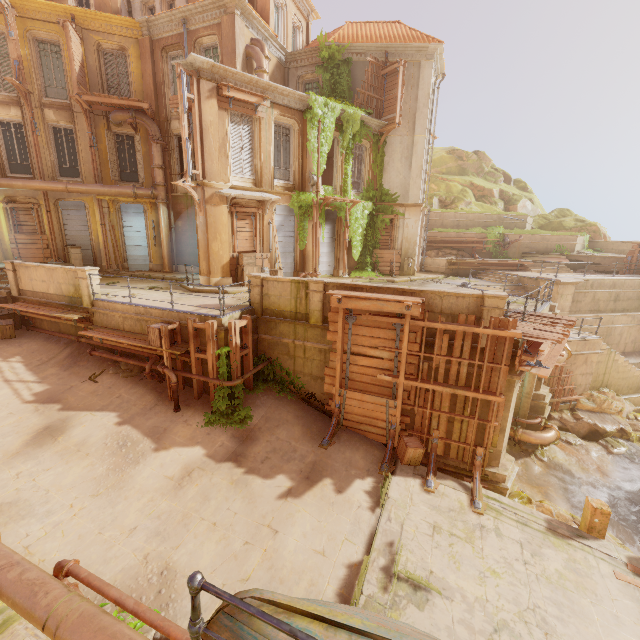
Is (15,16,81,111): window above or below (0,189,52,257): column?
above

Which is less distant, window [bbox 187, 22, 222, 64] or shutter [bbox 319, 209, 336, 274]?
window [bbox 187, 22, 222, 64]

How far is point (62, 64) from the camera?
16.8 meters

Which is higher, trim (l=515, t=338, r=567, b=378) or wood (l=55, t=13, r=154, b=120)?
wood (l=55, t=13, r=154, b=120)

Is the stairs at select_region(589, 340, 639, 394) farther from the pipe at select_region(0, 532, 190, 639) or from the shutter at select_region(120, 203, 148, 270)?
the shutter at select_region(120, 203, 148, 270)

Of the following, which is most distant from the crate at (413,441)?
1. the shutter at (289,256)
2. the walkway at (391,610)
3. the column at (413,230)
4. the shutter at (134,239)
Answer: the shutter at (134,239)

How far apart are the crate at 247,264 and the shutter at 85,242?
10.2 meters

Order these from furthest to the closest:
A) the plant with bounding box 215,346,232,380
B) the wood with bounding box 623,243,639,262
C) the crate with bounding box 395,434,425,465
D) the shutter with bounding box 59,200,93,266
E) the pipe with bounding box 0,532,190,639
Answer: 1. the wood with bounding box 623,243,639,262
2. the shutter with bounding box 59,200,93,266
3. the plant with bounding box 215,346,232,380
4. the crate with bounding box 395,434,425,465
5. the pipe with bounding box 0,532,190,639
